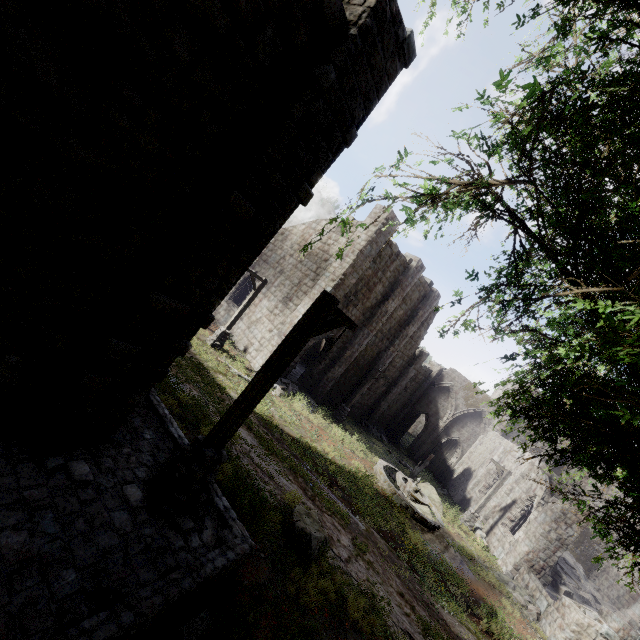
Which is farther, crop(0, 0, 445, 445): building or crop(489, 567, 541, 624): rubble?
crop(489, 567, 541, 624): rubble

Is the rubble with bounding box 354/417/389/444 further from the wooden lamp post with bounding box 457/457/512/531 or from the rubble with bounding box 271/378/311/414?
the rubble with bounding box 271/378/311/414

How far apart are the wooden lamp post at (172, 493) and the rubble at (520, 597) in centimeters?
1642cm

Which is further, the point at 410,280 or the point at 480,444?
the point at 480,444

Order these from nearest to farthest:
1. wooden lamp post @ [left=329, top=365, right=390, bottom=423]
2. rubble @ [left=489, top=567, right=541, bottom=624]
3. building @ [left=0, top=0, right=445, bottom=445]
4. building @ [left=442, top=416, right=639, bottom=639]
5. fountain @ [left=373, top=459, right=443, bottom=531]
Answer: building @ [left=0, top=0, right=445, bottom=445] < building @ [left=442, top=416, right=639, bottom=639] < rubble @ [left=489, top=567, right=541, bottom=624] < fountain @ [left=373, top=459, right=443, bottom=531] < wooden lamp post @ [left=329, top=365, right=390, bottom=423]

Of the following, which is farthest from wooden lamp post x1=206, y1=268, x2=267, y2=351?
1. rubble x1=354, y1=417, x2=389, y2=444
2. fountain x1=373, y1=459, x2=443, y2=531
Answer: rubble x1=354, y1=417, x2=389, y2=444

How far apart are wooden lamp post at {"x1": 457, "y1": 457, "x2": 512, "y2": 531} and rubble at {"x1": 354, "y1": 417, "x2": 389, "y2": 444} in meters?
8.0

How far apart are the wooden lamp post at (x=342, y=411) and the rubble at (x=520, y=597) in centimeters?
992cm
